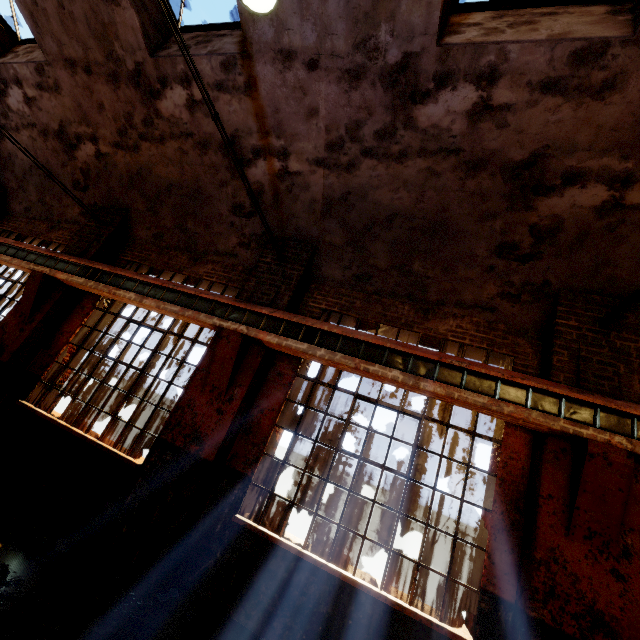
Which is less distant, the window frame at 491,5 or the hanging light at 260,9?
the hanging light at 260,9

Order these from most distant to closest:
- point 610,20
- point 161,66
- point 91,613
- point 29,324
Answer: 1. point 29,324
2. point 161,66
3. point 610,20
4. point 91,613

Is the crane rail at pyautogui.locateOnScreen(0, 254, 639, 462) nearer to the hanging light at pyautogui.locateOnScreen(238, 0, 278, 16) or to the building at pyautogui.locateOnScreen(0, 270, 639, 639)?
the building at pyautogui.locateOnScreen(0, 270, 639, 639)

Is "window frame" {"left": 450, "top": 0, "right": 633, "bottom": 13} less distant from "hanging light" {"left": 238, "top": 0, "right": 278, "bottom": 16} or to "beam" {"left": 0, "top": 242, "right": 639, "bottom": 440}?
"hanging light" {"left": 238, "top": 0, "right": 278, "bottom": 16}

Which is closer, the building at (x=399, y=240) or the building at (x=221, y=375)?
the building at (x=221, y=375)

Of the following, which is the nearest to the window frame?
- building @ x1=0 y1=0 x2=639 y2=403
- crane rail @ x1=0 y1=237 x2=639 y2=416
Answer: building @ x1=0 y1=0 x2=639 y2=403

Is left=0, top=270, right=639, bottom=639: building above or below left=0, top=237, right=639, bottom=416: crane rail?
below

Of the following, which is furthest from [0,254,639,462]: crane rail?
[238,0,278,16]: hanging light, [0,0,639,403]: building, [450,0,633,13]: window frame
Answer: [450,0,633,13]: window frame
